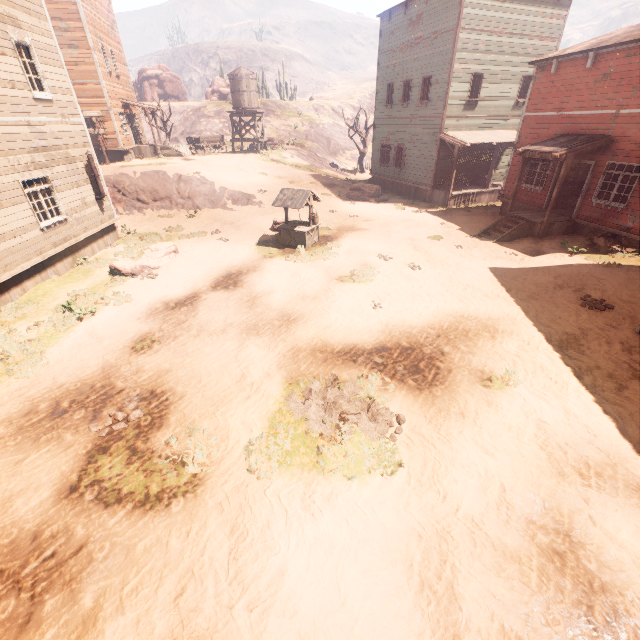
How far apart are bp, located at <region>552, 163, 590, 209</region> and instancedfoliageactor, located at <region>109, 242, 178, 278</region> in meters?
17.4

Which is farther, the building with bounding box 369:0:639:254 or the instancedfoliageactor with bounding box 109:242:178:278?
the building with bounding box 369:0:639:254

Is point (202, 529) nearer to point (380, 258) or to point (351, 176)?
point (380, 258)

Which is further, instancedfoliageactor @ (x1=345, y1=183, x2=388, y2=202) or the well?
instancedfoliageactor @ (x1=345, y1=183, x2=388, y2=202)

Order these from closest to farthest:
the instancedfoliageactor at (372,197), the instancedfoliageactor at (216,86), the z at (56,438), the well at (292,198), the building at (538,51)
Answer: the z at (56,438)
the building at (538,51)
the well at (292,198)
the instancedfoliageactor at (372,197)
the instancedfoliageactor at (216,86)

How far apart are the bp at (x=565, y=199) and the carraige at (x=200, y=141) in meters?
27.6

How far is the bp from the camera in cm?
1495

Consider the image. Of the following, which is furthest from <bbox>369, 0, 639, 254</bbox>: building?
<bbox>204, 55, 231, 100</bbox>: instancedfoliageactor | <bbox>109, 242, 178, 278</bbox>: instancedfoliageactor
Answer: <bbox>204, 55, 231, 100</bbox>: instancedfoliageactor
